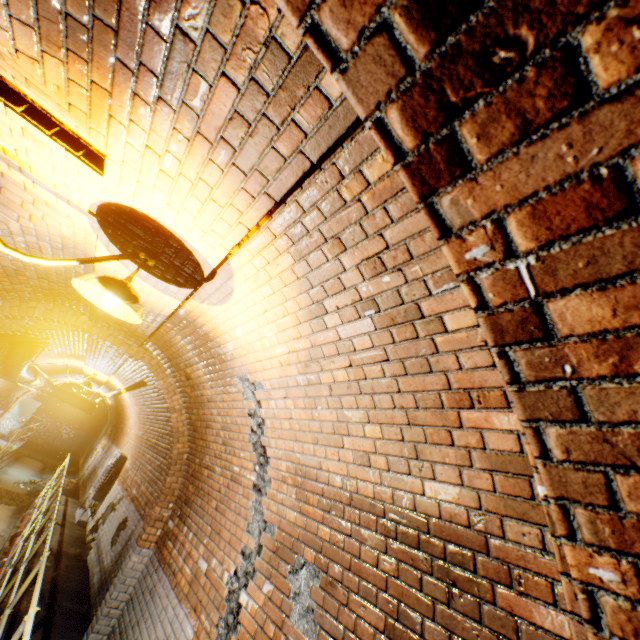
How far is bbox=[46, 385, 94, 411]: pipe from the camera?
14.60m

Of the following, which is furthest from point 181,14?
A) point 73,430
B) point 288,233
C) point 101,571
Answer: point 73,430

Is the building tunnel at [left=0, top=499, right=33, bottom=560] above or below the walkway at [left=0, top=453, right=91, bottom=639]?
below

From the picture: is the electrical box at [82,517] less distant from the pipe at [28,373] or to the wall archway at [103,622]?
the pipe at [28,373]

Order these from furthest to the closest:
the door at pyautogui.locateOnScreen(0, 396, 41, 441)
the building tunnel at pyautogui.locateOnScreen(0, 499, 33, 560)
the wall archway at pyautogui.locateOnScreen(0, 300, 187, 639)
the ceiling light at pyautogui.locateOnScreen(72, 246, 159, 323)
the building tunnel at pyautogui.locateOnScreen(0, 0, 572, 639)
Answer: the door at pyautogui.locateOnScreen(0, 396, 41, 441), the building tunnel at pyautogui.locateOnScreen(0, 499, 33, 560), the wall archway at pyautogui.locateOnScreen(0, 300, 187, 639), the ceiling light at pyautogui.locateOnScreen(72, 246, 159, 323), the building tunnel at pyautogui.locateOnScreen(0, 0, 572, 639)

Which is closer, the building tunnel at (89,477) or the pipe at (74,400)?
the building tunnel at (89,477)

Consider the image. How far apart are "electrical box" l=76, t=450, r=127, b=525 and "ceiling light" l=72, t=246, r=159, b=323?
9.7m

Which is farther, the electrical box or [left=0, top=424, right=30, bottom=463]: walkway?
[left=0, top=424, right=30, bottom=463]: walkway
